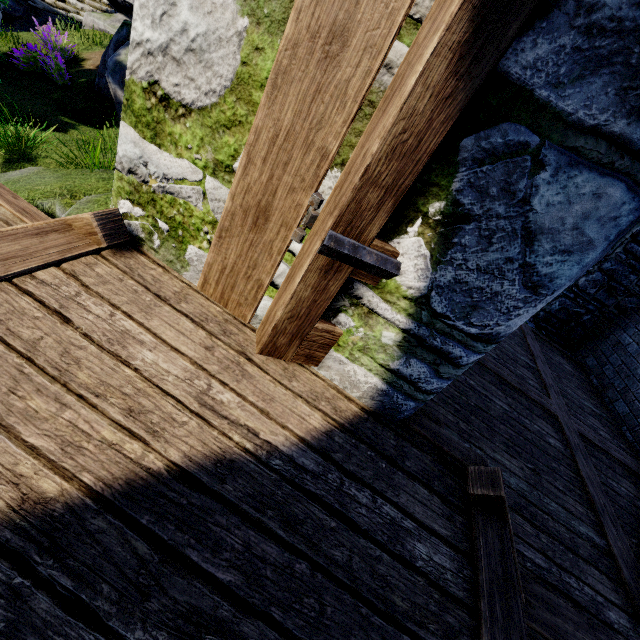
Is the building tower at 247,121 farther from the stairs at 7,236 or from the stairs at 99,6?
the stairs at 99,6

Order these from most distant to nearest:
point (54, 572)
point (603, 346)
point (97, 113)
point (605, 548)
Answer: point (603, 346)
point (97, 113)
point (605, 548)
point (54, 572)

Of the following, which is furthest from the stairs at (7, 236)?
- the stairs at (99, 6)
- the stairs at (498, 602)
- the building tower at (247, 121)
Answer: the stairs at (99, 6)

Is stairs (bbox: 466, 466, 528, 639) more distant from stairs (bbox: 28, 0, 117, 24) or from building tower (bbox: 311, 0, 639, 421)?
stairs (bbox: 28, 0, 117, 24)

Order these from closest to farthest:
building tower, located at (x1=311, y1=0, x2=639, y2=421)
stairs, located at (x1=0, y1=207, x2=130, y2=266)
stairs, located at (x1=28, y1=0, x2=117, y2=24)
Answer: building tower, located at (x1=311, y1=0, x2=639, y2=421)
stairs, located at (x1=0, y1=207, x2=130, y2=266)
stairs, located at (x1=28, y1=0, x2=117, y2=24)

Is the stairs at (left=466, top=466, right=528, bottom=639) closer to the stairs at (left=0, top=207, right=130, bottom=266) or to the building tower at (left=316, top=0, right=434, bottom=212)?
the building tower at (left=316, top=0, right=434, bottom=212)

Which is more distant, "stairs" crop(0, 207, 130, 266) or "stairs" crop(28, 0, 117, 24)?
"stairs" crop(28, 0, 117, 24)

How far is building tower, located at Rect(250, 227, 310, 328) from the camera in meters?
1.7 m
